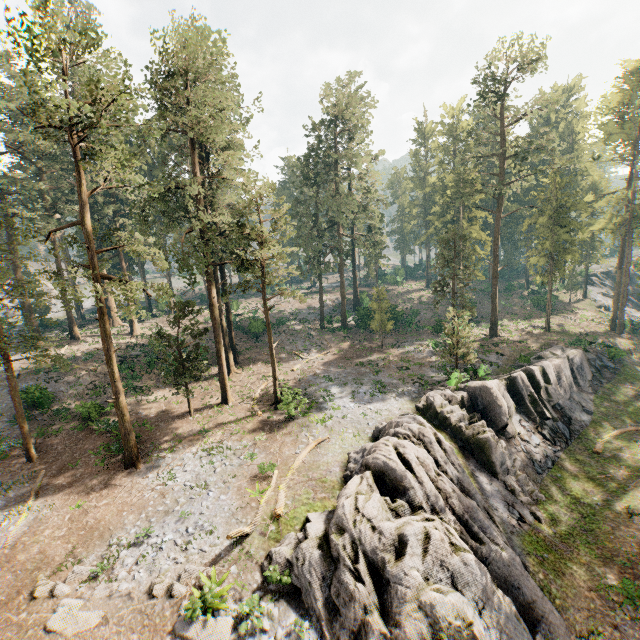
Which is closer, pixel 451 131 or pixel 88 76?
pixel 88 76

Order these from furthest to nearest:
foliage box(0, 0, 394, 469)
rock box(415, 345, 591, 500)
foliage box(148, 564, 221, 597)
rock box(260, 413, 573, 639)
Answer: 1. rock box(415, 345, 591, 500)
2. foliage box(0, 0, 394, 469)
3. foliage box(148, 564, 221, 597)
4. rock box(260, 413, 573, 639)

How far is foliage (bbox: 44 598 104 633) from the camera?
11.62m

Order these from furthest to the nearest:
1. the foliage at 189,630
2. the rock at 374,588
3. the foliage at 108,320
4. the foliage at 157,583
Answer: the foliage at 108,320, the foliage at 157,583, the rock at 374,588, the foliage at 189,630

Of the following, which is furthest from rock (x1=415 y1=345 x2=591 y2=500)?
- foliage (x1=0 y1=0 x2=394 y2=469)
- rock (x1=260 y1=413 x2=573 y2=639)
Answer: foliage (x1=0 y1=0 x2=394 y2=469)

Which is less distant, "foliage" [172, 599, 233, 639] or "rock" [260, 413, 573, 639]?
"foliage" [172, 599, 233, 639]

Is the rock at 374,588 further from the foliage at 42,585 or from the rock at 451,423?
the foliage at 42,585
